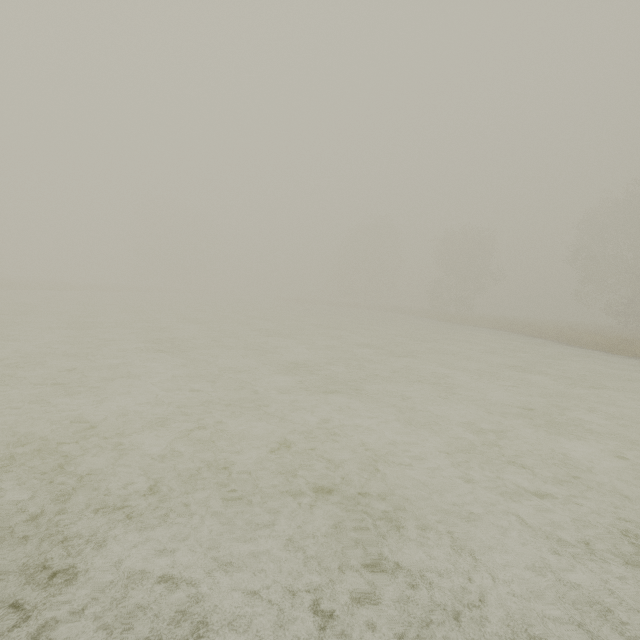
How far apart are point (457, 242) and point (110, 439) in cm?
4681
